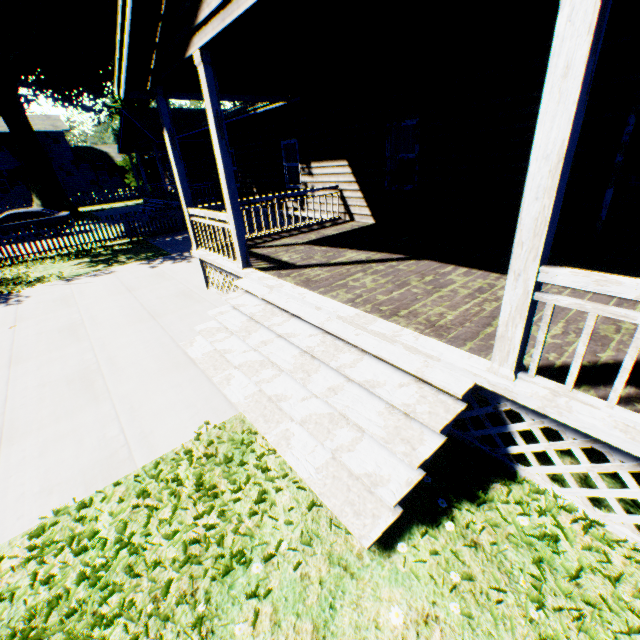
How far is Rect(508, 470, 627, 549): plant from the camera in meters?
2.5 m

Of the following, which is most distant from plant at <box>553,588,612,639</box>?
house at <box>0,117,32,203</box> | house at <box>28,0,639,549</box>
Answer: house at <box>0,117,32,203</box>

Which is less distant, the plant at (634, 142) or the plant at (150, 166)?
the plant at (634, 142)

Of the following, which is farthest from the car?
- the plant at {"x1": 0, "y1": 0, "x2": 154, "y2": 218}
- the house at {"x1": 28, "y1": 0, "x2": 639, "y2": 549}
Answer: the plant at {"x1": 0, "y1": 0, "x2": 154, "y2": 218}

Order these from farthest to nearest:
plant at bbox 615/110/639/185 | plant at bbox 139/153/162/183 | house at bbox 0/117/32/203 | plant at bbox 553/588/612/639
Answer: plant at bbox 139/153/162/183
house at bbox 0/117/32/203
plant at bbox 615/110/639/185
plant at bbox 553/588/612/639

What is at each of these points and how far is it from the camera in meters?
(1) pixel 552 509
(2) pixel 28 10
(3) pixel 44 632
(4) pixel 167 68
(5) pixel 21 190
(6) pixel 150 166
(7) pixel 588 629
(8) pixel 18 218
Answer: (1) plant, 2.8 m
(2) plant, 22.4 m
(3) plant, 2.3 m
(4) house, 5.8 m
(5) house, 37.0 m
(6) plant, 37.8 m
(7) plant, 2.1 m
(8) car, 17.5 m

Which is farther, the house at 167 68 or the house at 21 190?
the house at 21 190
